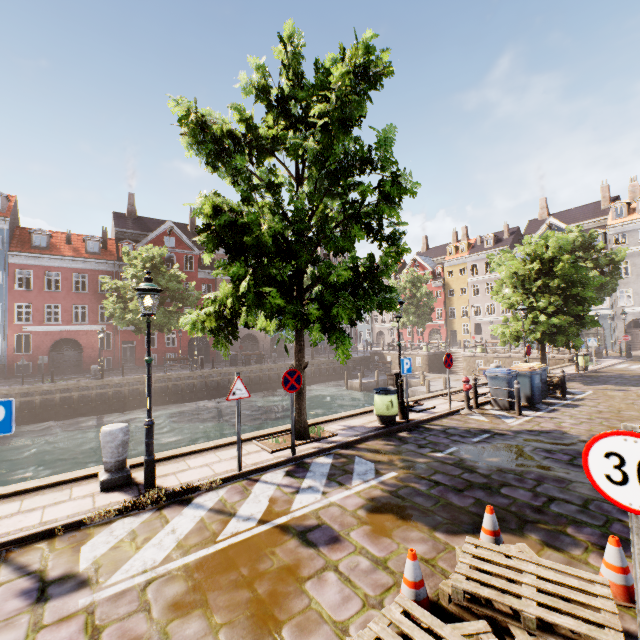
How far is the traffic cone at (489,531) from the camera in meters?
3.9 m

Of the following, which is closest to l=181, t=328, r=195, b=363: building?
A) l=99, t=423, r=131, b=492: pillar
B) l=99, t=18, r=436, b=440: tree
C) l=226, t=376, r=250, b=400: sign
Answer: l=99, t=18, r=436, b=440: tree

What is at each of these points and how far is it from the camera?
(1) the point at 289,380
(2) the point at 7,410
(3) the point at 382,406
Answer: (1) sign, 7.2 meters
(2) sign, 4.5 meters
(3) trash bin, 9.3 meters

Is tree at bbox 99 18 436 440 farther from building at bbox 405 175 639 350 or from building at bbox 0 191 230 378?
building at bbox 0 191 230 378

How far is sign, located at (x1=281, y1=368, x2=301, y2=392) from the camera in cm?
714

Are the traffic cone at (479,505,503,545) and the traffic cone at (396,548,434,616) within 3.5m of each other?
yes

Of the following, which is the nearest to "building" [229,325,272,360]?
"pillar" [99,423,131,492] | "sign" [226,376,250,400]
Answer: "pillar" [99,423,131,492]

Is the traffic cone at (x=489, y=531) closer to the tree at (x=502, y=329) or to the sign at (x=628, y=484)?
the sign at (x=628, y=484)
